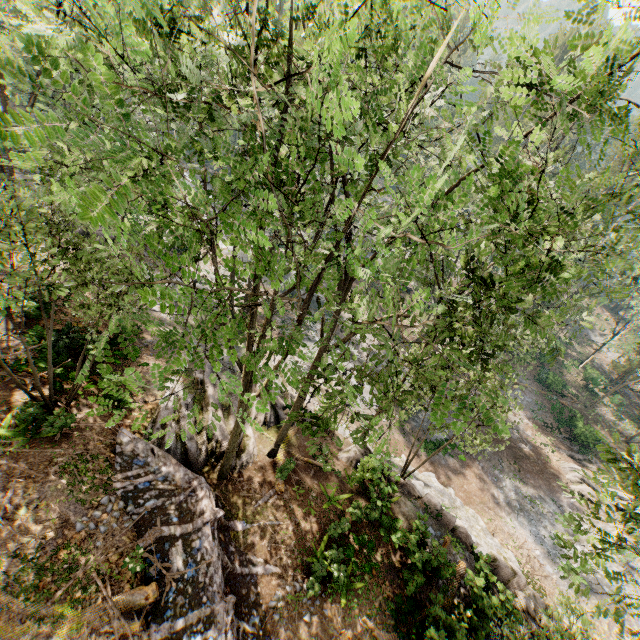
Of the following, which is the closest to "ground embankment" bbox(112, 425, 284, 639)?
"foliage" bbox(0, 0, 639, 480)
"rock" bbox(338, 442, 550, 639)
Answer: "foliage" bbox(0, 0, 639, 480)

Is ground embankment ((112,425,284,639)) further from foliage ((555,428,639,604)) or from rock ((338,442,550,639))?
rock ((338,442,550,639))

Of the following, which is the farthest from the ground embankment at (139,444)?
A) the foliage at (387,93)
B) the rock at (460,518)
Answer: the rock at (460,518)

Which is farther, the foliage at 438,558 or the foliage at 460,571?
the foliage at 460,571

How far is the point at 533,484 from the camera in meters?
26.6 m

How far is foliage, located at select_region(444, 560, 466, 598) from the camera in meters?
14.8 m

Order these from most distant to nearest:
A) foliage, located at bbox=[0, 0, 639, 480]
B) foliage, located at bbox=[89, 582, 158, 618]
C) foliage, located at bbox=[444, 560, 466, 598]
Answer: foliage, located at bbox=[444, 560, 466, 598], foliage, located at bbox=[89, 582, 158, 618], foliage, located at bbox=[0, 0, 639, 480]
